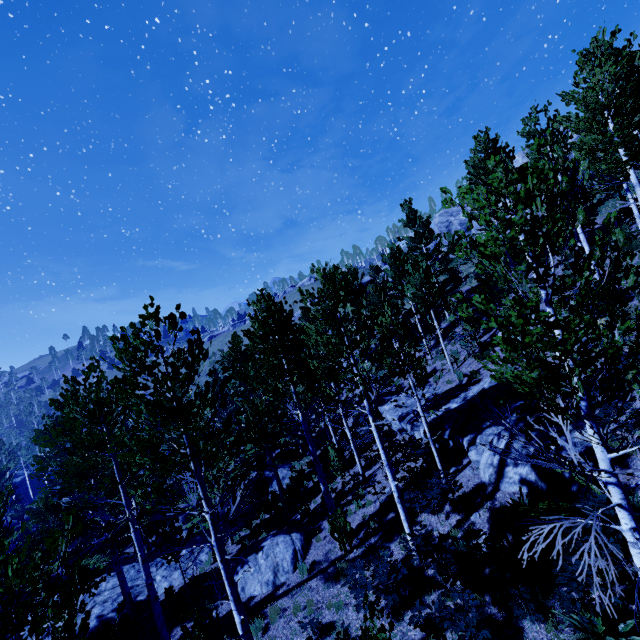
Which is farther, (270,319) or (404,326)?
(270,319)

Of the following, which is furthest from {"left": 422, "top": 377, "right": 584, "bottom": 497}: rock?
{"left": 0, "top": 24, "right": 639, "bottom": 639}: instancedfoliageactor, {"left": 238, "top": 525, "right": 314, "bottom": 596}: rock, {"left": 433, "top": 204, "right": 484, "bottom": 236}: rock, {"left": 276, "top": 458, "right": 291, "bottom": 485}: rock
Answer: {"left": 433, "top": 204, "right": 484, "bottom": 236}: rock

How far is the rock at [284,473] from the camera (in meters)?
24.48

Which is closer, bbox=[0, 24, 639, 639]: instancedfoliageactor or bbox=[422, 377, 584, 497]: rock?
bbox=[0, 24, 639, 639]: instancedfoliageactor

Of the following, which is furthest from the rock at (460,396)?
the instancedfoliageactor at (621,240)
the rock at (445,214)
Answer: the rock at (445,214)

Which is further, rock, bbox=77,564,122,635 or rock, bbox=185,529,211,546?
rock, bbox=185,529,211,546

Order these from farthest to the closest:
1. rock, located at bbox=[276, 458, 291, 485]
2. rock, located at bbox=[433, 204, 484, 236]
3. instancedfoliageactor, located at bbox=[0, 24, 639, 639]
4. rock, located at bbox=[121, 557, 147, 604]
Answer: rock, located at bbox=[433, 204, 484, 236]
rock, located at bbox=[276, 458, 291, 485]
rock, located at bbox=[121, 557, 147, 604]
instancedfoliageactor, located at bbox=[0, 24, 639, 639]
